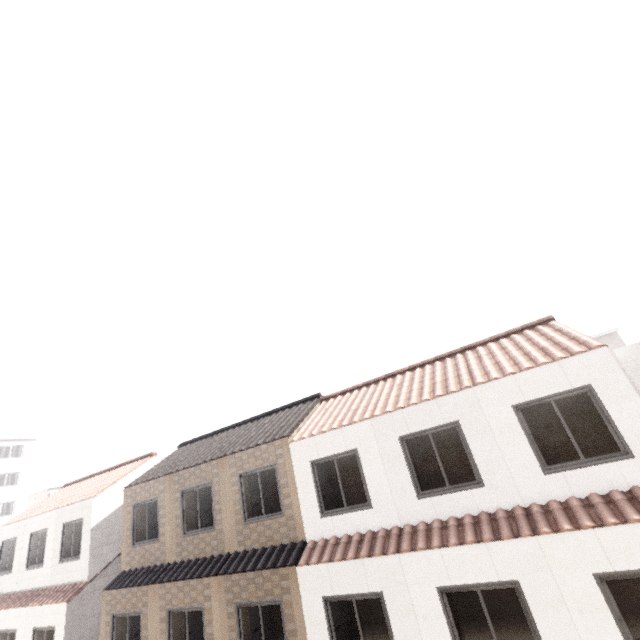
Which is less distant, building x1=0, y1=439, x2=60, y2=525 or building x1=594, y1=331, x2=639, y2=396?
building x1=594, y1=331, x2=639, y2=396

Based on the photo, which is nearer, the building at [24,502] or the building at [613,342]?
the building at [613,342]

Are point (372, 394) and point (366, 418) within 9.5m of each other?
yes
